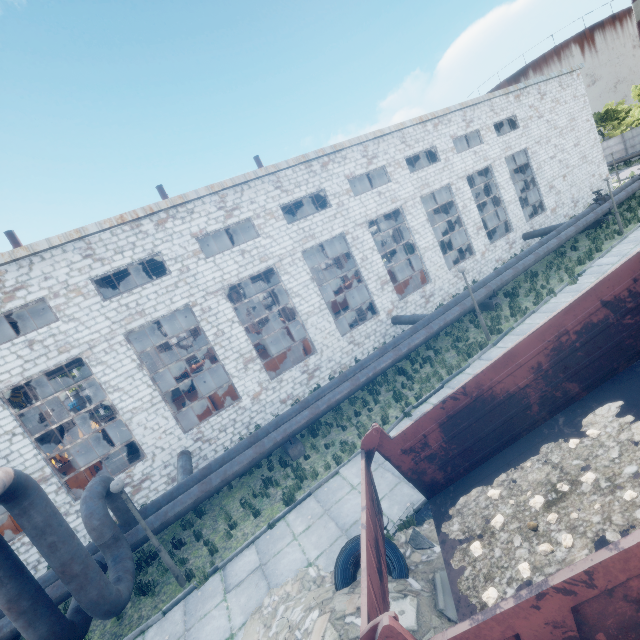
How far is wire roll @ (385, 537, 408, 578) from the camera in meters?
5.8

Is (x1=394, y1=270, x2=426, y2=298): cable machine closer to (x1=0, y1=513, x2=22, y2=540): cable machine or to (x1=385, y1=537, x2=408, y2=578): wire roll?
(x1=385, y1=537, x2=408, y2=578): wire roll

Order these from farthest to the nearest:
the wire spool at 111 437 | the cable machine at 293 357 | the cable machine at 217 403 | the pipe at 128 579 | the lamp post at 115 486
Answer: the wire spool at 111 437
the cable machine at 293 357
the cable machine at 217 403
the lamp post at 115 486
the pipe at 128 579

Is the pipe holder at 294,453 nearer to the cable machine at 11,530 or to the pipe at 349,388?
the pipe at 349,388

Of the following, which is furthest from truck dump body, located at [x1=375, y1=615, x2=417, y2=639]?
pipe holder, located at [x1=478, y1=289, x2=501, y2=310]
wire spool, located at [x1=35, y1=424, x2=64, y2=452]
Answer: wire spool, located at [x1=35, y1=424, x2=64, y2=452]

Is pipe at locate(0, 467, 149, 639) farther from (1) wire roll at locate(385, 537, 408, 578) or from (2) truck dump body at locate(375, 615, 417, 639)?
(1) wire roll at locate(385, 537, 408, 578)

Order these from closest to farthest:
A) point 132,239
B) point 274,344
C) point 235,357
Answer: point 132,239
point 235,357
point 274,344

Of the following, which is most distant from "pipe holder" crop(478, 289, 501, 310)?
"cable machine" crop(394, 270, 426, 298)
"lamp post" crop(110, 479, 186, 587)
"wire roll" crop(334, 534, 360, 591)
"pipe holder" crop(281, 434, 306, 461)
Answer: "lamp post" crop(110, 479, 186, 587)
